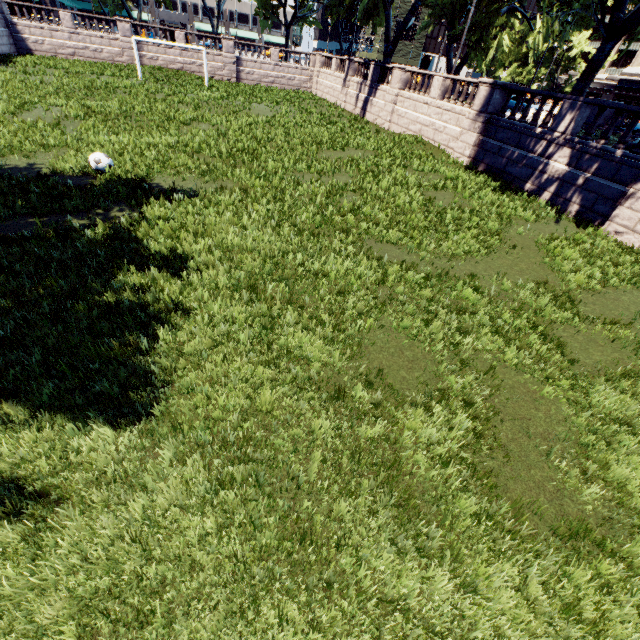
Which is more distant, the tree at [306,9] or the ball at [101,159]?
the tree at [306,9]

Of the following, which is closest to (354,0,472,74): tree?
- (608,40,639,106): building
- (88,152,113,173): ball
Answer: (608,40,639,106): building

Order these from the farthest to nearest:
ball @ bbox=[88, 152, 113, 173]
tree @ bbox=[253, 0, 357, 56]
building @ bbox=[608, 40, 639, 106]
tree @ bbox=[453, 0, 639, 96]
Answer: building @ bbox=[608, 40, 639, 106] → tree @ bbox=[253, 0, 357, 56] → tree @ bbox=[453, 0, 639, 96] → ball @ bbox=[88, 152, 113, 173]

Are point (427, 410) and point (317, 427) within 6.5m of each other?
yes

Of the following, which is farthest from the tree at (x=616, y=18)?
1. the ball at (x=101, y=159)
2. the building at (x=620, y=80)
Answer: the ball at (x=101, y=159)

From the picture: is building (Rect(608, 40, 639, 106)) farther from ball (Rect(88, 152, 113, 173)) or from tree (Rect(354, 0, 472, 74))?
ball (Rect(88, 152, 113, 173))

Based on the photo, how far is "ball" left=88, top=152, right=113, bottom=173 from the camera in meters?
10.4 m
